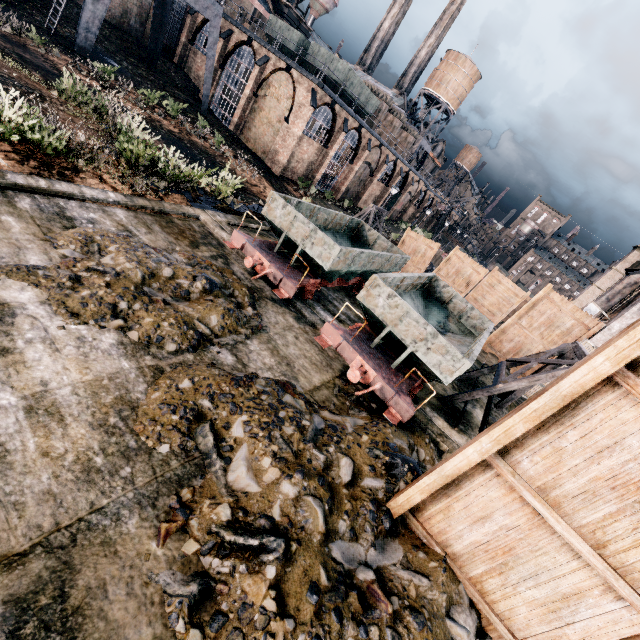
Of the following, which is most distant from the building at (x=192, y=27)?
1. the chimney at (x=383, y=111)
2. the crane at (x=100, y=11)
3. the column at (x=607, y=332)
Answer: the column at (x=607, y=332)

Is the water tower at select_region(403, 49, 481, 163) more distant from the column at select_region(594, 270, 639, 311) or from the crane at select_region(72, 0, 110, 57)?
the column at select_region(594, 270, 639, 311)

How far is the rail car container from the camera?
30.25m

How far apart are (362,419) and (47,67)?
21.8m

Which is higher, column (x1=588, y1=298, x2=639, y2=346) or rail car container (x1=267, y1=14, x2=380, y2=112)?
rail car container (x1=267, y1=14, x2=380, y2=112)

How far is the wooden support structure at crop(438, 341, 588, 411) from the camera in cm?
848

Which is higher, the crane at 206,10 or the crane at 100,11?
the crane at 206,10

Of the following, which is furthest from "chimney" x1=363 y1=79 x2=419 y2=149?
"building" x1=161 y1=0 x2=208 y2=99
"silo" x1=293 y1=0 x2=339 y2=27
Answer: "silo" x1=293 y1=0 x2=339 y2=27
